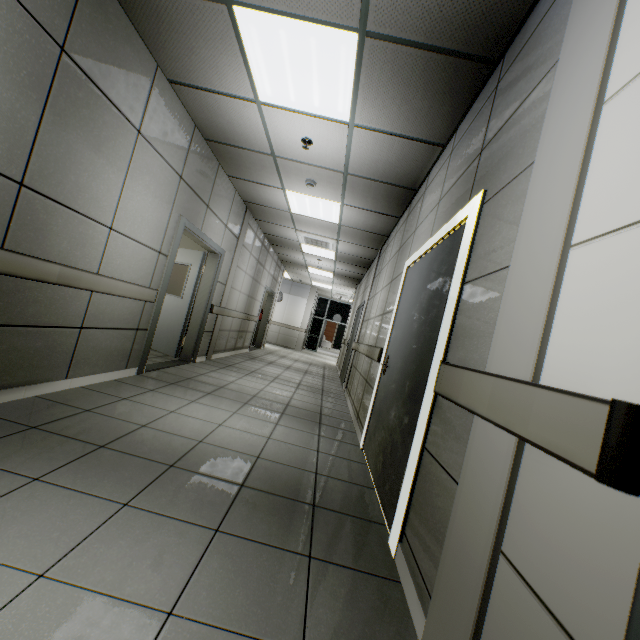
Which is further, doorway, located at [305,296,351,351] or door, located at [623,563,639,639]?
doorway, located at [305,296,351,351]

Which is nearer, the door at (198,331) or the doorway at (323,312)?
the door at (198,331)

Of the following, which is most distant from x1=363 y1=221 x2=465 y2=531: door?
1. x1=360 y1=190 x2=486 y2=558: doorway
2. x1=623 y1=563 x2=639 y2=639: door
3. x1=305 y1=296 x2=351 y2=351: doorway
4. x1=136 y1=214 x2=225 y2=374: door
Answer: x1=305 y1=296 x2=351 y2=351: doorway

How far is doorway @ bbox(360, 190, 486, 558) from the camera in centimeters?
183cm

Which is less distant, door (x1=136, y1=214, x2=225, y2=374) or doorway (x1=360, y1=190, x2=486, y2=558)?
doorway (x1=360, y1=190, x2=486, y2=558)

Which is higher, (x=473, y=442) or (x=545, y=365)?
(x=545, y=365)

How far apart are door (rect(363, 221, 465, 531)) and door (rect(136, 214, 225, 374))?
3.0 meters

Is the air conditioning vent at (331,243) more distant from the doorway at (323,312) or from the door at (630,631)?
the doorway at (323,312)
